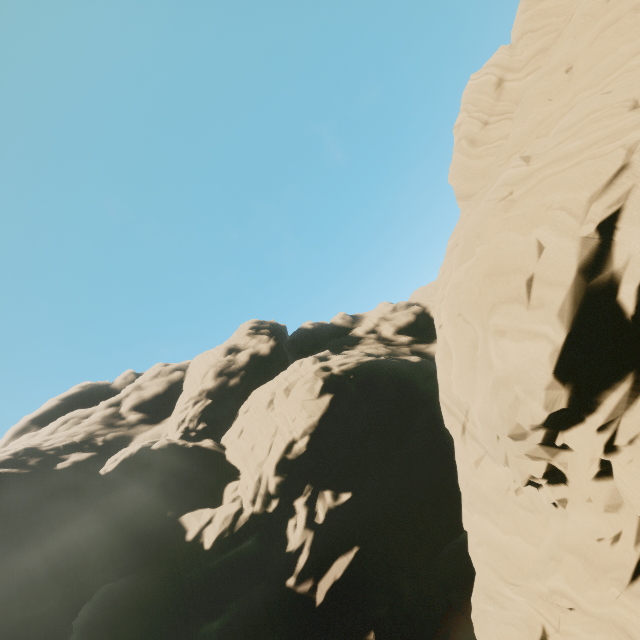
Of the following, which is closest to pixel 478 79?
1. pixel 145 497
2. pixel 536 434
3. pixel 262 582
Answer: pixel 536 434
